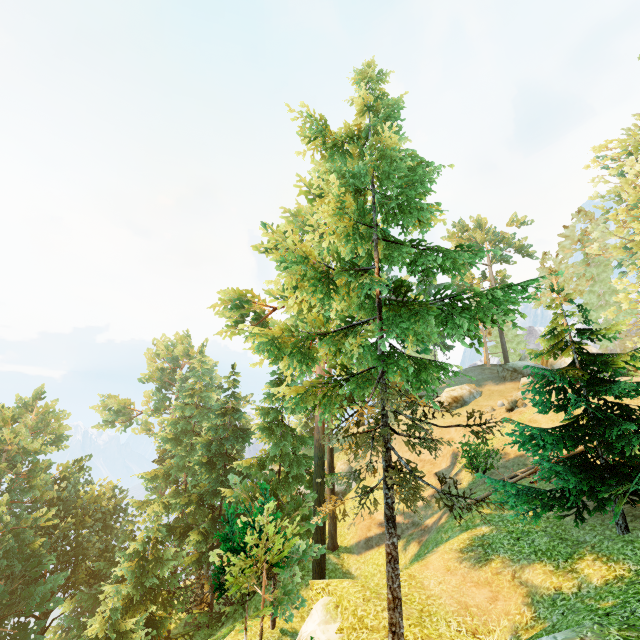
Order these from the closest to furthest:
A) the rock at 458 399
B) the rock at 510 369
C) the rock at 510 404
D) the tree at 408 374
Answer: the tree at 408 374
the rock at 510 404
the rock at 510 369
the rock at 458 399

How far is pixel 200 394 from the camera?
33.1 meters

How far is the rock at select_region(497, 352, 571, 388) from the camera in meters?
32.1 m

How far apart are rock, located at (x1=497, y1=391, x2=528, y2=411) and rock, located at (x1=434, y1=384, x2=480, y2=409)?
5.83m

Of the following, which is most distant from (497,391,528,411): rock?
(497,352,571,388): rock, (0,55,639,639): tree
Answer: (0,55,639,639): tree

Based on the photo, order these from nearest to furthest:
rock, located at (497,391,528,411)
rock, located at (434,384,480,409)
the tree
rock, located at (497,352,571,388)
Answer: the tree → rock, located at (497,391,528,411) → rock, located at (497,352,571,388) → rock, located at (434,384,480,409)

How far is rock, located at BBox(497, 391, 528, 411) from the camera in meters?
26.2 m

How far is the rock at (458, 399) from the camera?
33.09m
